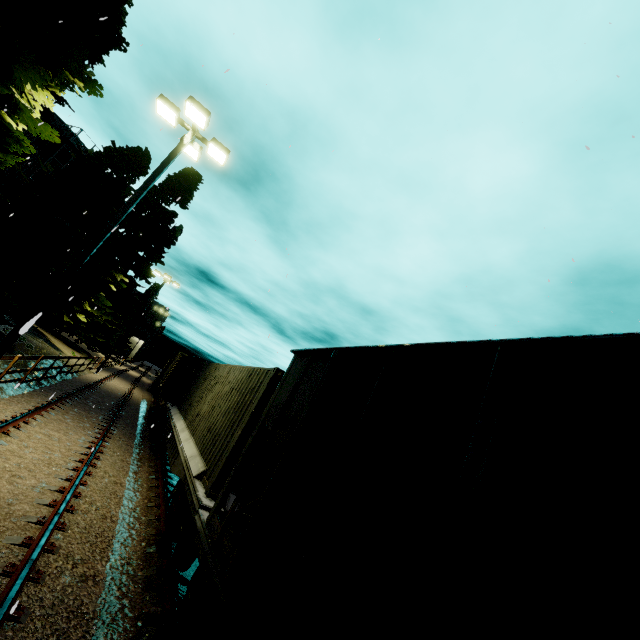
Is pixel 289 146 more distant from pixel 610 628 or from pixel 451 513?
pixel 610 628

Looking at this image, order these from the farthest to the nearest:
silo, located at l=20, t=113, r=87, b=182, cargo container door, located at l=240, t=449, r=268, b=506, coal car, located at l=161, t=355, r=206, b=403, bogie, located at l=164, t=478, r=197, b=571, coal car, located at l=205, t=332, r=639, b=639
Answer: silo, located at l=20, t=113, r=87, b=182
coal car, located at l=161, t=355, r=206, b=403
cargo container door, located at l=240, t=449, r=268, b=506
bogie, located at l=164, t=478, r=197, b=571
coal car, located at l=205, t=332, r=639, b=639

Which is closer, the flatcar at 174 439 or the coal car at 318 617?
the coal car at 318 617

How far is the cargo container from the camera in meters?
6.4

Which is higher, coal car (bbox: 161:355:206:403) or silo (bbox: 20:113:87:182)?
silo (bbox: 20:113:87:182)

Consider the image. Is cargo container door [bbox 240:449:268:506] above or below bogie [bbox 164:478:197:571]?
above

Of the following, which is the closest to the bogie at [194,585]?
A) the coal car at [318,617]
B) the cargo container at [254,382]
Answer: the coal car at [318,617]

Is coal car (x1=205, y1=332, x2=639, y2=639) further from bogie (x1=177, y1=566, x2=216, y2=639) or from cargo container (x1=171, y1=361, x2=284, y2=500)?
cargo container (x1=171, y1=361, x2=284, y2=500)
